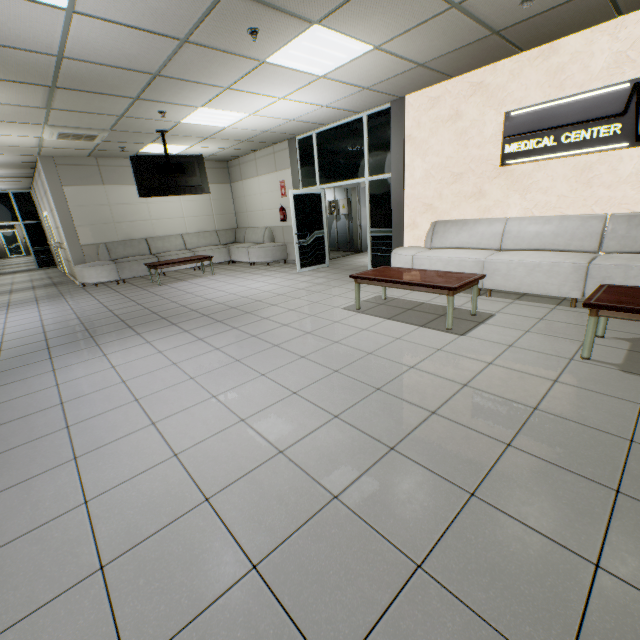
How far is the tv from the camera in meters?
6.9

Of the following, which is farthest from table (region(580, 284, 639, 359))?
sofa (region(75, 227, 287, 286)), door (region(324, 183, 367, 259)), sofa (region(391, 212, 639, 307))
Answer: sofa (region(75, 227, 287, 286))

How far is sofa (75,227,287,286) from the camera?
8.6m

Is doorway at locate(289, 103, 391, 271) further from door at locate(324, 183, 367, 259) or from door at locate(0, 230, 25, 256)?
door at locate(0, 230, 25, 256)

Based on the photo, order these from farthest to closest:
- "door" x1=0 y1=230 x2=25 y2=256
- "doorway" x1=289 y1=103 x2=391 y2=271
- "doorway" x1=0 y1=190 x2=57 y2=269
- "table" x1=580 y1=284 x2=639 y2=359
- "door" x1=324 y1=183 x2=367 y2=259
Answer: "door" x1=0 y1=230 x2=25 y2=256
"doorway" x1=0 y1=190 x2=57 y2=269
"door" x1=324 y1=183 x2=367 y2=259
"doorway" x1=289 y1=103 x2=391 y2=271
"table" x1=580 y1=284 x2=639 y2=359

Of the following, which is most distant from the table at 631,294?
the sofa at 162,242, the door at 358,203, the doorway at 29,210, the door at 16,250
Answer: the door at 16,250

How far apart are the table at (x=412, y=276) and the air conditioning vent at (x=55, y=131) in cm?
576

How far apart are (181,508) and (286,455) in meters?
0.6 m
